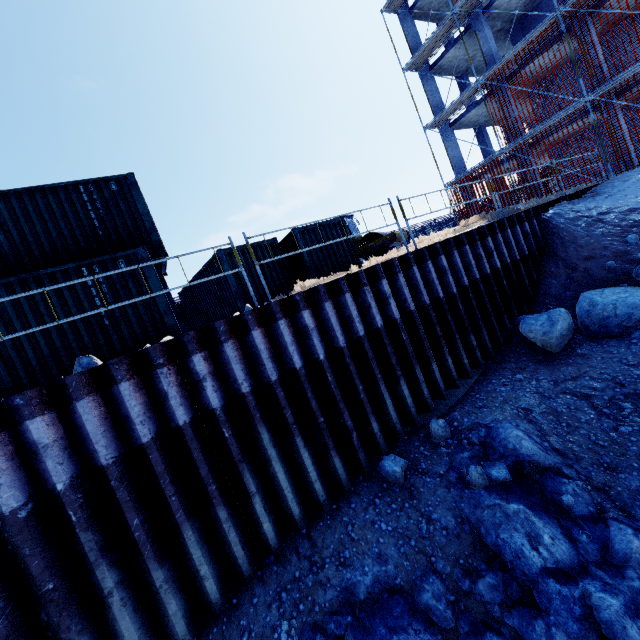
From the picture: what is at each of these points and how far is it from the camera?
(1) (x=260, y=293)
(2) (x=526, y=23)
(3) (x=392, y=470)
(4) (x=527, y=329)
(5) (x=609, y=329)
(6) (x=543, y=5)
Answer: (1) cargo container, 11.56m
(2) concrete column, 19.89m
(3) compgrassrocksplants, 5.64m
(4) compgrassrocksplants, 7.37m
(5) compgrassrocksplants, 7.05m
(6) concrete column, 18.98m

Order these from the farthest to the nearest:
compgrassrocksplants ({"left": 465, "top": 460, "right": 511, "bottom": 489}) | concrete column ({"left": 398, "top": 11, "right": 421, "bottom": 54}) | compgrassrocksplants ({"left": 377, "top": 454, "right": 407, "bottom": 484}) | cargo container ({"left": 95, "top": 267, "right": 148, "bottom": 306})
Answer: concrete column ({"left": 398, "top": 11, "right": 421, "bottom": 54})
cargo container ({"left": 95, "top": 267, "right": 148, "bottom": 306})
compgrassrocksplants ({"left": 377, "top": 454, "right": 407, "bottom": 484})
compgrassrocksplants ({"left": 465, "top": 460, "right": 511, "bottom": 489})

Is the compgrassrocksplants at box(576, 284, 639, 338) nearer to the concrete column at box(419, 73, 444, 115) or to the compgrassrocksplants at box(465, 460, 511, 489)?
the compgrassrocksplants at box(465, 460, 511, 489)

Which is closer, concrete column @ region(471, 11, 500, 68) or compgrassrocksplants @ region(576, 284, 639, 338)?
compgrassrocksplants @ region(576, 284, 639, 338)

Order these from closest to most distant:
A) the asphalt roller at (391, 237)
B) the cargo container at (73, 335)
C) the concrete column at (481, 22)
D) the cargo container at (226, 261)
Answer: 1. the cargo container at (73, 335)
2. the cargo container at (226, 261)
3. the asphalt roller at (391, 237)
4. the concrete column at (481, 22)

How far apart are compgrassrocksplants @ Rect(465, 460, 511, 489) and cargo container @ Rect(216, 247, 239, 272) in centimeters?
809cm

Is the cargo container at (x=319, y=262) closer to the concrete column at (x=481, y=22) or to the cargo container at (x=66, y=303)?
the cargo container at (x=66, y=303)

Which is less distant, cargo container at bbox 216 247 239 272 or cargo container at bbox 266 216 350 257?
cargo container at bbox 216 247 239 272
